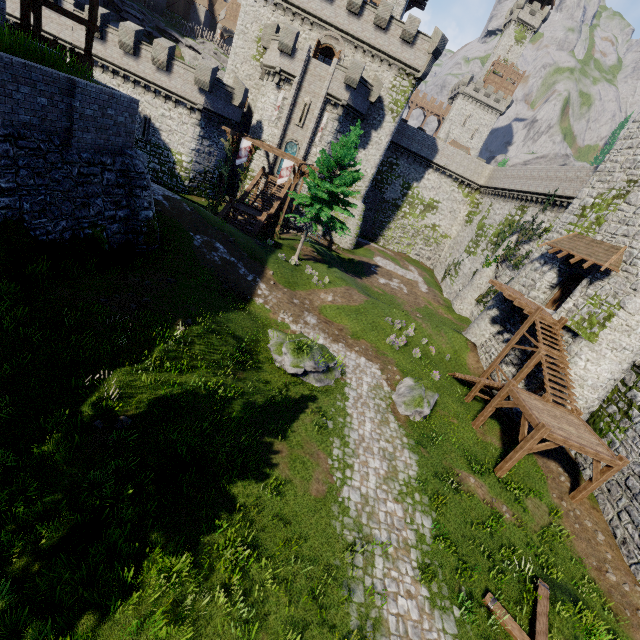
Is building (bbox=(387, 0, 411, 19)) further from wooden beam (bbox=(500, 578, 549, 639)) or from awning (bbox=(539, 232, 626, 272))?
wooden beam (bbox=(500, 578, 549, 639))

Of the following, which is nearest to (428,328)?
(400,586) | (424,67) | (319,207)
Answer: (319,207)

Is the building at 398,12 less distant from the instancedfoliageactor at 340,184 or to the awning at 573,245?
the instancedfoliageactor at 340,184

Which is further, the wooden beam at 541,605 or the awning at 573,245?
the awning at 573,245

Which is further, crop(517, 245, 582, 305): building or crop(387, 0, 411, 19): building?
crop(387, 0, 411, 19): building

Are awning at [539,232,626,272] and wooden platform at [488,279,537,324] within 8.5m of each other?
yes

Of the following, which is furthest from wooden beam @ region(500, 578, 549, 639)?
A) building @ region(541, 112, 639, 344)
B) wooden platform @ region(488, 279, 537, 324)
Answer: wooden platform @ region(488, 279, 537, 324)

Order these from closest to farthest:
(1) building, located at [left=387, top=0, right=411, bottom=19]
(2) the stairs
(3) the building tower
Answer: (2) the stairs → (3) the building tower → (1) building, located at [left=387, top=0, right=411, bottom=19]
